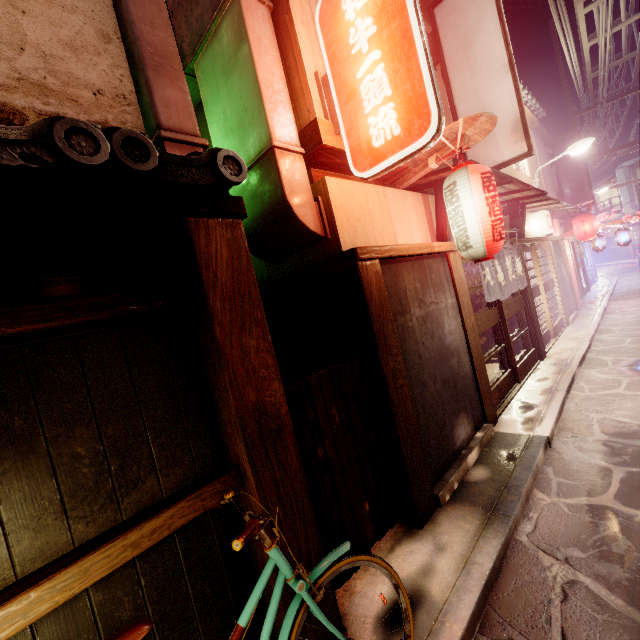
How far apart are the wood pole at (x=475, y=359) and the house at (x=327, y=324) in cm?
395

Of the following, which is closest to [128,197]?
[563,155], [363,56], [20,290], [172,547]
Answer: [20,290]

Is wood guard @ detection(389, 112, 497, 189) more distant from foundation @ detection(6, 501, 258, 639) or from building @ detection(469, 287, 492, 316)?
foundation @ detection(6, 501, 258, 639)

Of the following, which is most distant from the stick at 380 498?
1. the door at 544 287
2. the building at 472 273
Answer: the door at 544 287

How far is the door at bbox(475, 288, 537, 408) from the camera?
10.6 meters

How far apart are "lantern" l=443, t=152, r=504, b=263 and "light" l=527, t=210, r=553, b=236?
13.0 meters

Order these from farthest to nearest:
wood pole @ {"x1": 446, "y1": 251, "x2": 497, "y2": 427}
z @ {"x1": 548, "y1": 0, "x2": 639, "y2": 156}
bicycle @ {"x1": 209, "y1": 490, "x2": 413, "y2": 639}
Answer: z @ {"x1": 548, "y1": 0, "x2": 639, "y2": 156} → wood pole @ {"x1": 446, "y1": 251, "x2": 497, "y2": 427} → bicycle @ {"x1": 209, "y1": 490, "x2": 413, "y2": 639}

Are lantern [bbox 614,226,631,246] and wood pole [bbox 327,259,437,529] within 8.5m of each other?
no
